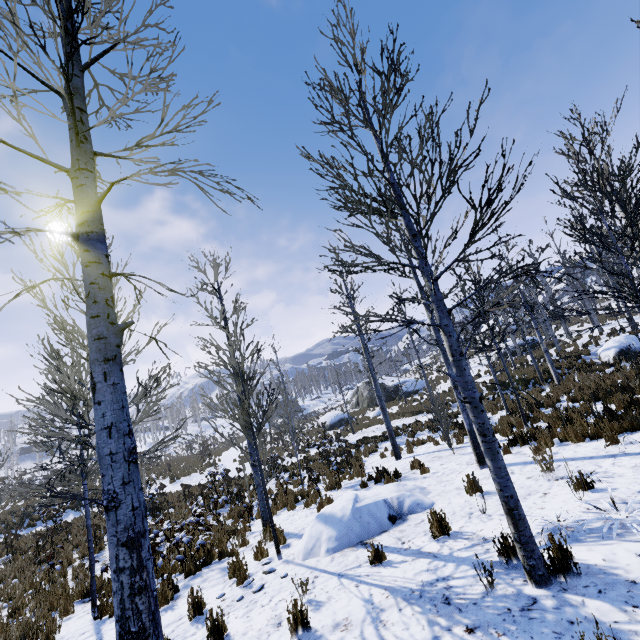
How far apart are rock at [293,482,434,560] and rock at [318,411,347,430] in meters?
23.7 m

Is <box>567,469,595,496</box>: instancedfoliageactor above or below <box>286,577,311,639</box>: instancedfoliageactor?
above

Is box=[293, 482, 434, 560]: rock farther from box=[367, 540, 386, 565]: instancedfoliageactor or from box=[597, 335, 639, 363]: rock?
box=[597, 335, 639, 363]: rock

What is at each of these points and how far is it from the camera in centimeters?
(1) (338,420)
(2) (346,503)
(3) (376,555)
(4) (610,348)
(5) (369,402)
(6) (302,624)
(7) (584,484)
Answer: (1) rock, 3092cm
(2) rock, 673cm
(3) instancedfoliageactor, 490cm
(4) rock, 1862cm
(5) rock, 3434cm
(6) instancedfoliageactor, 381cm
(7) instancedfoliageactor, 493cm

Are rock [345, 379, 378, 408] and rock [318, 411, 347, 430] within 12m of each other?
yes

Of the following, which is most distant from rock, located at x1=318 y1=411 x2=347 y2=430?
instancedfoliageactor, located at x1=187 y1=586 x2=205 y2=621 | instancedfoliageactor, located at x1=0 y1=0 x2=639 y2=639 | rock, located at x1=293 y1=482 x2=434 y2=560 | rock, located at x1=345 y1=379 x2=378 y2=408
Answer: instancedfoliageactor, located at x1=187 y1=586 x2=205 y2=621

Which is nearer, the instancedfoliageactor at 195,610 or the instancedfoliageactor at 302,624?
the instancedfoliageactor at 302,624

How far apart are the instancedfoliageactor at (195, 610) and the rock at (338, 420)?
25.90m
